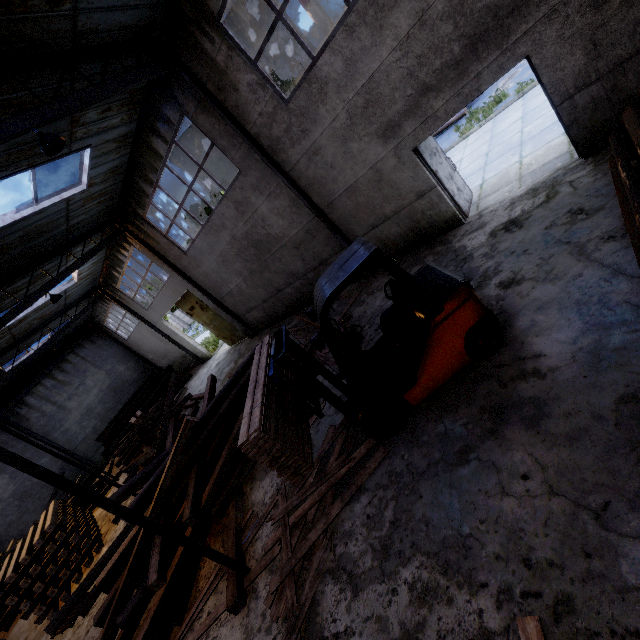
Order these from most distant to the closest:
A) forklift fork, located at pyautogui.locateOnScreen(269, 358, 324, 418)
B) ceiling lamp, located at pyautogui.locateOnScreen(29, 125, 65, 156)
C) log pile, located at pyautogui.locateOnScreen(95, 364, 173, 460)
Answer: log pile, located at pyautogui.locateOnScreen(95, 364, 173, 460), ceiling lamp, located at pyautogui.locateOnScreen(29, 125, 65, 156), forklift fork, located at pyautogui.locateOnScreen(269, 358, 324, 418)

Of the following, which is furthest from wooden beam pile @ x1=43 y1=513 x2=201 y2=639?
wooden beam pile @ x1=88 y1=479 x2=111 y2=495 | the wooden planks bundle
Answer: wooden beam pile @ x1=88 y1=479 x2=111 y2=495

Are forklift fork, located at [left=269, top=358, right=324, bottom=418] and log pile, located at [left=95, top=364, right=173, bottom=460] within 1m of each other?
no

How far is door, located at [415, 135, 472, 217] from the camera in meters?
7.4

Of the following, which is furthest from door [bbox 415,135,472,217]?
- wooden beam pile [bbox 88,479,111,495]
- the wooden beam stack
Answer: wooden beam pile [bbox 88,479,111,495]

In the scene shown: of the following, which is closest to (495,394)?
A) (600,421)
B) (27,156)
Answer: (600,421)

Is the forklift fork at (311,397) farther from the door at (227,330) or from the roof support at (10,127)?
the door at (227,330)

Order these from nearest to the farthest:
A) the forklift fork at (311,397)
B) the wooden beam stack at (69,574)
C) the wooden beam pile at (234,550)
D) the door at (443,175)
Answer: the forklift fork at (311,397) < the wooden beam pile at (234,550) < the door at (443,175) < the wooden beam stack at (69,574)
